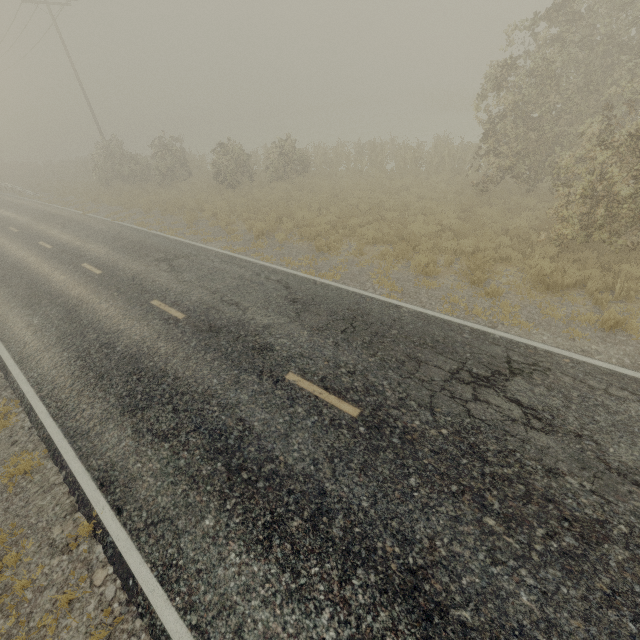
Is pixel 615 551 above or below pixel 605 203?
below
